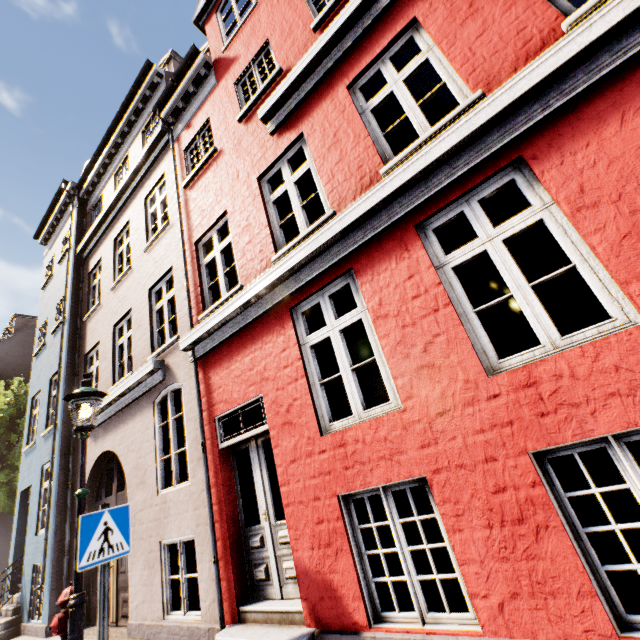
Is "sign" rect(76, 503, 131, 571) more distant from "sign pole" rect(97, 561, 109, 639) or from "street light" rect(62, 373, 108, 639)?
"street light" rect(62, 373, 108, 639)

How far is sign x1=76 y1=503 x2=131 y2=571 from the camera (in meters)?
3.22

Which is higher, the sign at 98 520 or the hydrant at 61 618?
the sign at 98 520

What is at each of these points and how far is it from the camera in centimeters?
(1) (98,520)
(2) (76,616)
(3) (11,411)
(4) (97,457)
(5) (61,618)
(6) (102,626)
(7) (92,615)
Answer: (1) sign, 341cm
(2) street light, 366cm
(3) tree, 1568cm
(4) building, 775cm
(5) hydrant, 387cm
(6) sign pole, 310cm
(7) building, 704cm

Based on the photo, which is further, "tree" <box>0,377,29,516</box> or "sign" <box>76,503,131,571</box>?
"tree" <box>0,377,29,516</box>

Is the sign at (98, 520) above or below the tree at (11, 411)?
below

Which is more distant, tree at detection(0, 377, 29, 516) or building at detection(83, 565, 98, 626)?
tree at detection(0, 377, 29, 516)

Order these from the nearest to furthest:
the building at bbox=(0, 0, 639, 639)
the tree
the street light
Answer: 1. the building at bbox=(0, 0, 639, 639)
2. the street light
3. the tree
